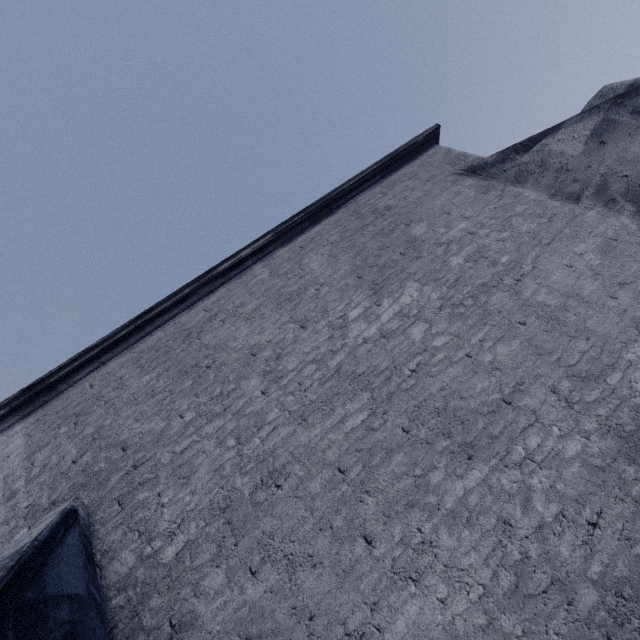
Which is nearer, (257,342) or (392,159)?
(257,342)
